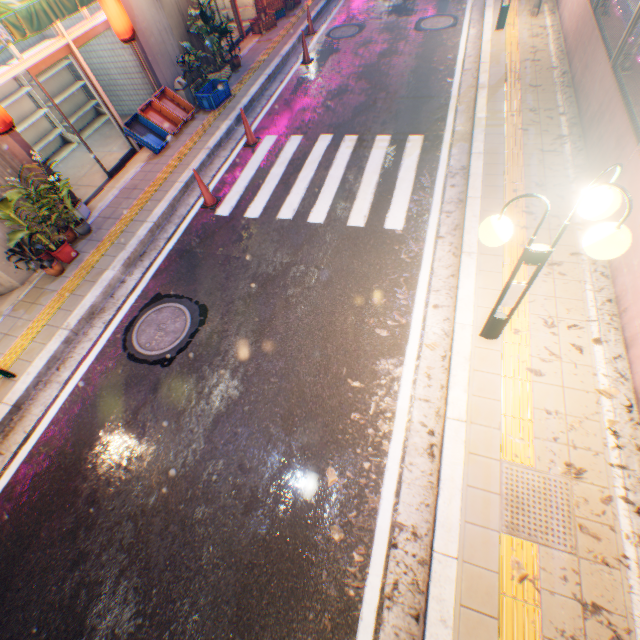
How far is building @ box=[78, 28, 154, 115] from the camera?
8.6m

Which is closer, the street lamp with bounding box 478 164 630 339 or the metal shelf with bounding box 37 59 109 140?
the street lamp with bounding box 478 164 630 339

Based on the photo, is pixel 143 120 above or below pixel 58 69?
below

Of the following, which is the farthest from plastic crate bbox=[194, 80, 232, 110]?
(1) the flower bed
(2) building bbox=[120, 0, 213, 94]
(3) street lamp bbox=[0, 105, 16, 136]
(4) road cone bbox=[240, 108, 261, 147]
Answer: (3) street lamp bbox=[0, 105, 16, 136]

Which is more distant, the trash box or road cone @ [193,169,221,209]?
the trash box

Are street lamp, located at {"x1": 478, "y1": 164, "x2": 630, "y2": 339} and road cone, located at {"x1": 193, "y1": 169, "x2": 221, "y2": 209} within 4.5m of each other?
no

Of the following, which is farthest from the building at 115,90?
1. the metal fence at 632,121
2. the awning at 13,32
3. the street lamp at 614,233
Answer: the street lamp at 614,233

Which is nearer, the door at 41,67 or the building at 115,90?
the door at 41,67
